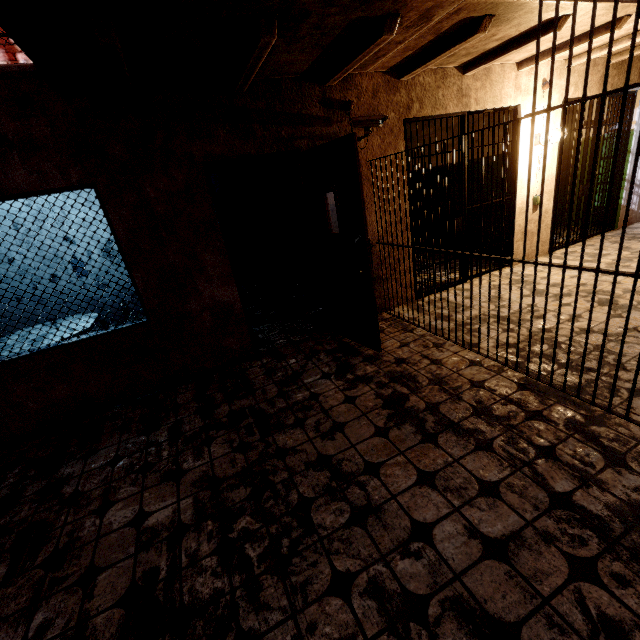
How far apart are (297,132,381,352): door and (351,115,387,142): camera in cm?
49

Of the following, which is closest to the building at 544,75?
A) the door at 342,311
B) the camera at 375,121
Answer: the camera at 375,121

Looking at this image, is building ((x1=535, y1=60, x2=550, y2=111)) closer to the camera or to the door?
the camera

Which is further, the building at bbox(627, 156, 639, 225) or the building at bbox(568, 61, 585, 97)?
the building at bbox(627, 156, 639, 225)

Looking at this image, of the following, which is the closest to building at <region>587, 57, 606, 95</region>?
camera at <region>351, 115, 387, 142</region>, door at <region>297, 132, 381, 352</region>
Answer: camera at <region>351, 115, 387, 142</region>

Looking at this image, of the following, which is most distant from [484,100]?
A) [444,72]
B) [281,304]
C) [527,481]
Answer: [527,481]
